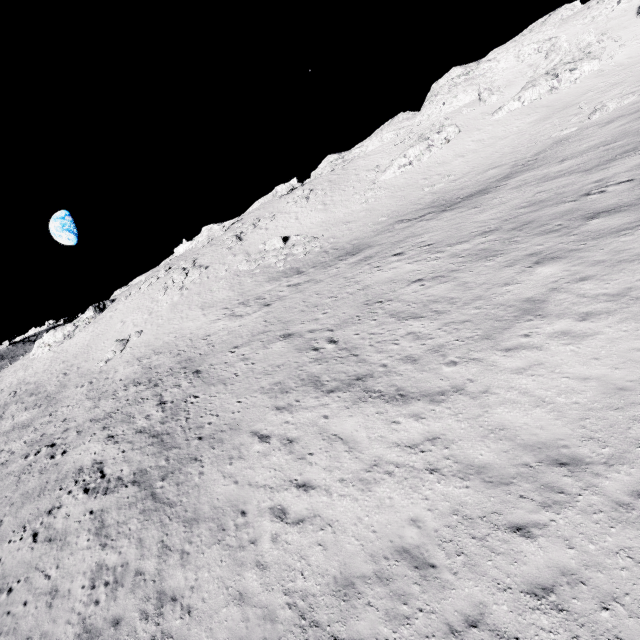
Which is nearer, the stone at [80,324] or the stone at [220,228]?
the stone at [80,324]

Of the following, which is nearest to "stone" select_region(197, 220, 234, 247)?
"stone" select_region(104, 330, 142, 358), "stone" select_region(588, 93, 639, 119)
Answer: "stone" select_region(104, 330, 142, 358)

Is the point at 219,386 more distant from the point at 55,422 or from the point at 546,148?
the point at 546,148

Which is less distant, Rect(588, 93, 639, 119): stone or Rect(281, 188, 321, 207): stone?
Rect(588, 93, 639, 119): stone

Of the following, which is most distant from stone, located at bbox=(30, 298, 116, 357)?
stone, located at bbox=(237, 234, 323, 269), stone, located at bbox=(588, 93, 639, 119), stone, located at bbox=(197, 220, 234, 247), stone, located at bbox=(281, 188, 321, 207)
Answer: stone, located at bbox=(588, 93, 639, 119)

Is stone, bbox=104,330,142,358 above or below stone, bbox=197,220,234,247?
below

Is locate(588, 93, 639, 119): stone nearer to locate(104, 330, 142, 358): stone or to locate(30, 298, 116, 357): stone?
locate(104, 330, 142, 358): stone

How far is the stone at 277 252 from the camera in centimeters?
3694cm
